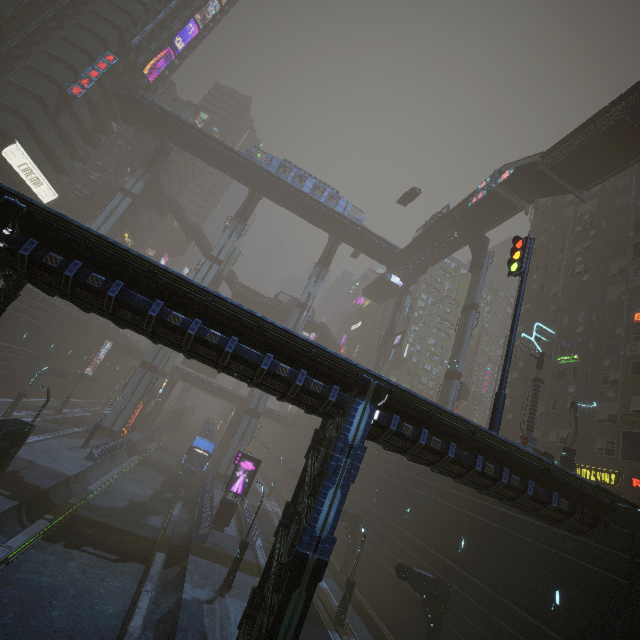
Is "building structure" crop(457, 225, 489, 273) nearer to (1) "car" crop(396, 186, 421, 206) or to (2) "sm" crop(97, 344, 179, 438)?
(2) "sm" crop(97, 344, 179, 438)

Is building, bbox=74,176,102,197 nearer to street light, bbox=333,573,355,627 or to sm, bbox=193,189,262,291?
sm, bbox=193,189,262,291

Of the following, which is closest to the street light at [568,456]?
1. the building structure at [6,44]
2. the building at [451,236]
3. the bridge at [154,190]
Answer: the building at [451,236]

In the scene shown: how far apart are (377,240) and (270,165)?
20.31m

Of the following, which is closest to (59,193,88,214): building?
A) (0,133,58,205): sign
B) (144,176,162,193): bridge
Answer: (0,133,58,205): sign

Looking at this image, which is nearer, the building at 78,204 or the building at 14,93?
the building at 14,93

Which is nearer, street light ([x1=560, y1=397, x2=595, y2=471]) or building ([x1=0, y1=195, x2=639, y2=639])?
building ([x1=0, y1=195, x2=639, y2=639])

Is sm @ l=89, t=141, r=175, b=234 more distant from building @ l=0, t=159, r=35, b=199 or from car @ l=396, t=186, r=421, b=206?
car @ l=396, t=186, r=421, b=206
